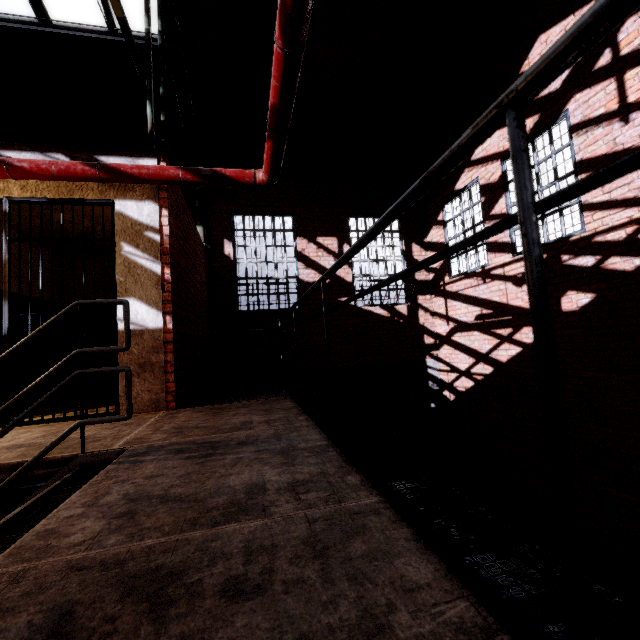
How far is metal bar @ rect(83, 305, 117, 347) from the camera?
3.5m

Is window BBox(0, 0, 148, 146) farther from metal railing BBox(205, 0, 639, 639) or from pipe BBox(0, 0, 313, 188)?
metal railing BBox(205, 0, 639, 639)

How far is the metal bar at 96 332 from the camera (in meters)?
3.45

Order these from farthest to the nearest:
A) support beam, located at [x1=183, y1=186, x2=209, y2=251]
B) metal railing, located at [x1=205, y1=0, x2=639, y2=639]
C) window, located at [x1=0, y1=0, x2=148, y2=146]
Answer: support beam, located at [x1=183, y1=186, x2=209, y2=251], window, located at [x1=0, y1=0, x2=148, y2=146], metal railing, located at [x1=205, y1=0, x2=639, y2=639]

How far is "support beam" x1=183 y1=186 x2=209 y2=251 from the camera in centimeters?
735cm

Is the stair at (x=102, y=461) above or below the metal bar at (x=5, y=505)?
above

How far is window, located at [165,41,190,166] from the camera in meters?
6.1

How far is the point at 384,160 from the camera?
8.3m
